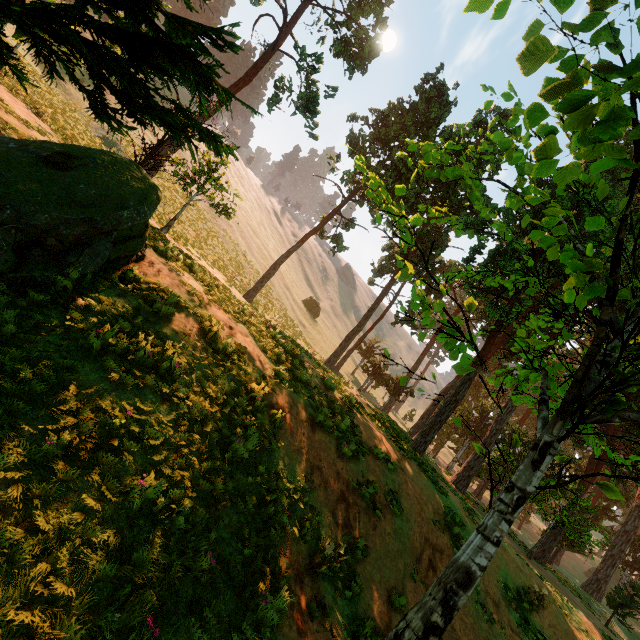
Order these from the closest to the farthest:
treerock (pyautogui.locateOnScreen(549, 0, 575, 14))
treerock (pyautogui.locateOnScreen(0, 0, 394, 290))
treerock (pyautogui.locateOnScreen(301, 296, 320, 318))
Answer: treerock (pyautogui.locateOnScreen(549, 0, 575, 14)), treerock (pyautogui.locateOnScreen(0, 0, 394, 290)), treerock (pyautogui.locateOnScreen(301, 296, 320, 318))

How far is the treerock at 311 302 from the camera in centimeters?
5516cm

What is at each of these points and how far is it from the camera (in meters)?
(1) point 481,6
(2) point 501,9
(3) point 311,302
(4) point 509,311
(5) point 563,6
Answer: (1) treerock, 2.27
(2) treerock, 3.25
(3) treerock, 55.31
(4) treerock, 16.67
(5) treerock, 2.04

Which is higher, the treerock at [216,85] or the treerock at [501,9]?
the treerock at [501,9]

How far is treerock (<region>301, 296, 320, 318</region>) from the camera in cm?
5516

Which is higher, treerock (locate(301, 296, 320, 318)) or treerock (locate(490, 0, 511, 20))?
treerock (locate(301, 296, 320, 318))
